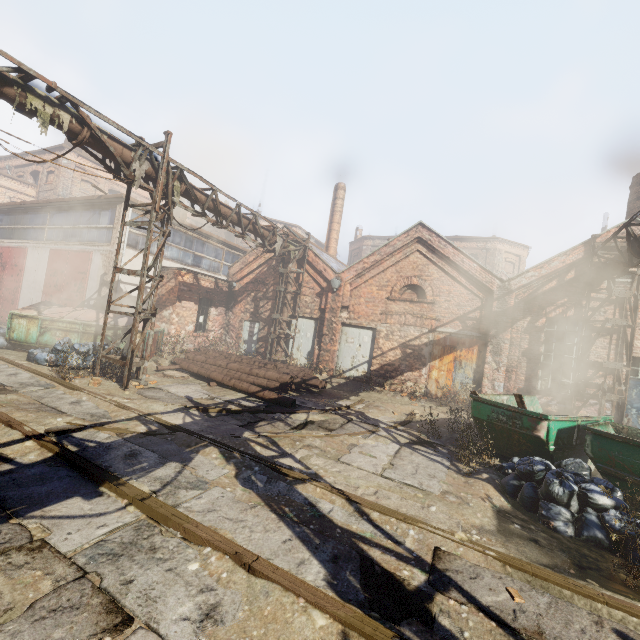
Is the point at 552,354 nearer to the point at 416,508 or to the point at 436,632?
the point at 416,508

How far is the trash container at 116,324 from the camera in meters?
11.8

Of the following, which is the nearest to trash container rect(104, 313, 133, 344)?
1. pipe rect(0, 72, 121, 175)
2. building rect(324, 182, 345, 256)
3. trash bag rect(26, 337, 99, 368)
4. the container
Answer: trash bag rect(26, 337, 99, 368)

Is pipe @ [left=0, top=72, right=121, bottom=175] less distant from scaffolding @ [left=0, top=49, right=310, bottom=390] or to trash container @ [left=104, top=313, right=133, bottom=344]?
scaffolding @ [left=0, top=49, right=310, bottom=390]

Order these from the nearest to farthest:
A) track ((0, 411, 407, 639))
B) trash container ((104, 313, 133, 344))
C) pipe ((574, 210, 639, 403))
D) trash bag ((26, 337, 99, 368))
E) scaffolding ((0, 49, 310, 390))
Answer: track ((0, 411, 407, 639))
scaffolding ((0, 49, 310, 390))
pipe ((574, 210, 639, 403))
trash bag ((26, 337, 99, 368))
trash container ((104, 313, 133, 344))

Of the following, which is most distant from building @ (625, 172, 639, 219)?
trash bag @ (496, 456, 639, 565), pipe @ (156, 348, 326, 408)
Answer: pipe @ (156, 348, 326, 408)

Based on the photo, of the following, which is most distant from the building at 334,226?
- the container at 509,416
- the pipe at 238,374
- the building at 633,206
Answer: the container at 509,416

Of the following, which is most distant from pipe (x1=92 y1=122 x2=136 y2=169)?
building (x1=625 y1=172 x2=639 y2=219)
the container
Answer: building (x1=625 y1=172 x2=639 y2=219)
